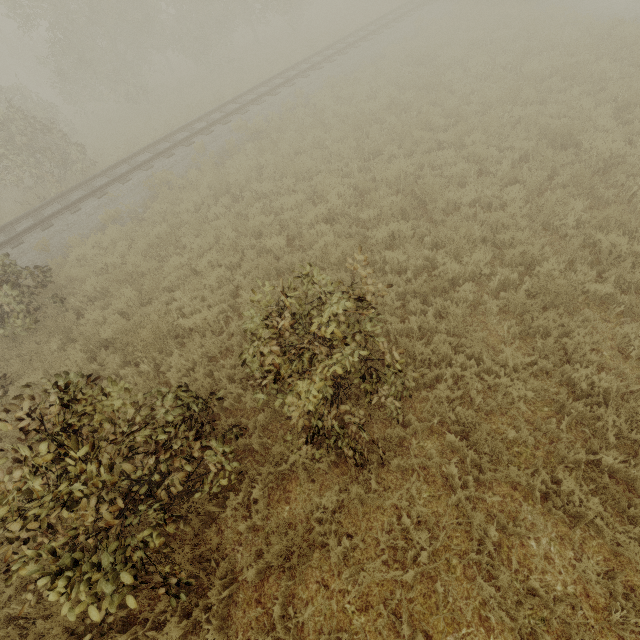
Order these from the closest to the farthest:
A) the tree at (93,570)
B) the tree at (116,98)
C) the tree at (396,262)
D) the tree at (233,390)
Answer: the tree at (93,570), the tree at (233,390), the tree at (396,262), the tree at (116,98)

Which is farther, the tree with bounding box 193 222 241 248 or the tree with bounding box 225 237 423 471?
the tree with bounding box 193 222 241 248

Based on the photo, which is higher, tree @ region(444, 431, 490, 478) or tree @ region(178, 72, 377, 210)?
tree @ region(178, 72, 377, 210)

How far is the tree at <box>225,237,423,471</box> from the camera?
3.6m

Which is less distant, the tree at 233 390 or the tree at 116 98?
the tree at 233 390

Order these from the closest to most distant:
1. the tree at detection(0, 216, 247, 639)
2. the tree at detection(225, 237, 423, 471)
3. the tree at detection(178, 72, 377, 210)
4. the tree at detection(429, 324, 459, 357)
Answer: the tree at detection(0, 216, 247, 639), the tree at detection(225, 237, 423, 471), the tree at detection(429, 324, 459, 357), the tree at detection(178, 72, 377, 210)

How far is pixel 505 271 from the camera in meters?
5.6 m

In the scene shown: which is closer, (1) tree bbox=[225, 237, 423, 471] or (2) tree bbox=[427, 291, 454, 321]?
(1) tree bbox=[225, 237, 423, 471]
